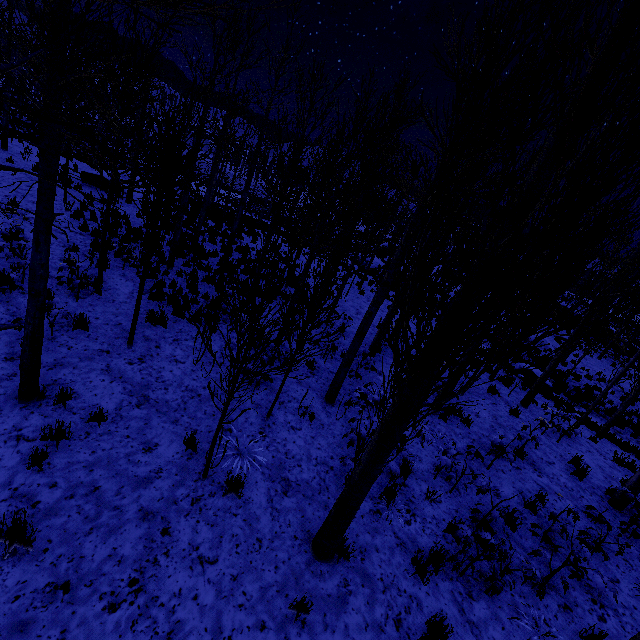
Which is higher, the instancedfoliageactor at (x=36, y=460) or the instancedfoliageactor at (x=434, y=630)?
the instancedfoliageactor at (x=434, y=630)

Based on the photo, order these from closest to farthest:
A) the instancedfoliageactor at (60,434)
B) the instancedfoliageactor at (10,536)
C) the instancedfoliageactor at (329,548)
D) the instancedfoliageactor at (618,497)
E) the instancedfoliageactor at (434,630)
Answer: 1. the instancedfoliageactor at (329,548)
2. the instancedfoliageactor at (10,536)
3. the instancedfoliageactor at (434,630)
4. the instancedfoliageactor at (60,434)
5. the instancedfoliageactor at (618,497)

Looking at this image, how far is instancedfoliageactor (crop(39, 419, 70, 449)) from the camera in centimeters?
438cm

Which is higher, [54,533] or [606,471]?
[606,471]

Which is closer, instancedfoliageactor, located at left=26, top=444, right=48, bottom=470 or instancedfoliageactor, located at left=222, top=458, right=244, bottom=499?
instancedfoliageactor, located at left=26, top=444, right=48, bottom=470

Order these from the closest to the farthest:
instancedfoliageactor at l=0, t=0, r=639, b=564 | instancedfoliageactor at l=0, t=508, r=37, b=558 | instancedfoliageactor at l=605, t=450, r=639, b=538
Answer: instancedfoliageactor at l=0, t=0, r=639, b=564, instancedfoliageactor at l=0, t=508, r=37, b=558, instancedfoliageactor at l=605, t=450, r=639, b=538

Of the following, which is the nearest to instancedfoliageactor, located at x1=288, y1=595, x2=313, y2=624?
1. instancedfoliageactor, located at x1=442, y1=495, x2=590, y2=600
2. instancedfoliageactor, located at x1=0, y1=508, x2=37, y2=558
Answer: instancedfoliageactor, located at x1=442, y1=495, x2=590, y2=600

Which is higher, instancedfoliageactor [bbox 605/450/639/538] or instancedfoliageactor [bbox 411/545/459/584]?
instancedfoliageactor [bbox 605/450/639/538]
